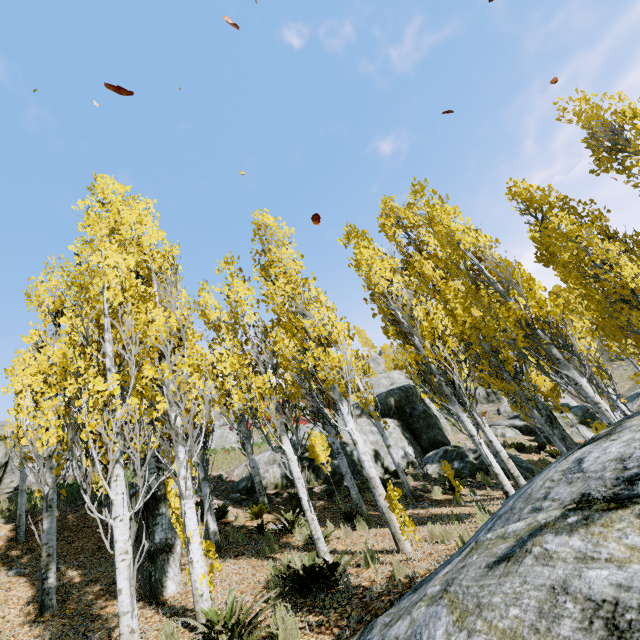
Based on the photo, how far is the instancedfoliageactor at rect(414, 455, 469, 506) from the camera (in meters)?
9.50

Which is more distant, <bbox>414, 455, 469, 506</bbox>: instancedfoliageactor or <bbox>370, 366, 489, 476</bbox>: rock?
<bbox>370, 366, 489, 476</bbox>: rock

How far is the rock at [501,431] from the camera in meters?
20.4

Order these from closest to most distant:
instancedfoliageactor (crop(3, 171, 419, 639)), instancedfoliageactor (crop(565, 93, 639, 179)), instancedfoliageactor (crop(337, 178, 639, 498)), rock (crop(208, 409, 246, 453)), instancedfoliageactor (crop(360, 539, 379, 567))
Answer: instancedfoliageactor (crop(3, 171, 419, 639)) → instancedfoliageactor (crop(360, 539, 379, 567)) → instancedfoliageactor (crop(337, 178, 639, 498)) → instancedfoliageactor (crop(565, 93, 639, 179)) → rock (crop(208, 409, 246, 453))

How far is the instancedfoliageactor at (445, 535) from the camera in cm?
584

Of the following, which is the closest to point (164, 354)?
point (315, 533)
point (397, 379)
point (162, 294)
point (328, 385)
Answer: point (162, 294)

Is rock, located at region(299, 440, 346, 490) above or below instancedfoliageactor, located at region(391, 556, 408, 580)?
above
